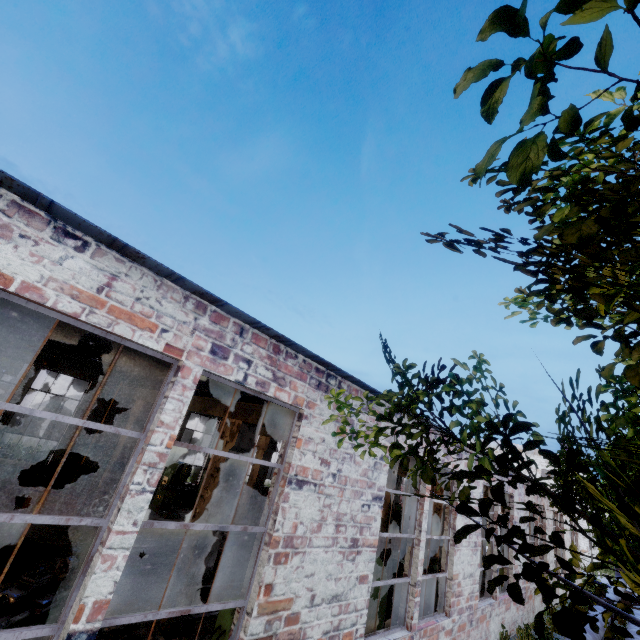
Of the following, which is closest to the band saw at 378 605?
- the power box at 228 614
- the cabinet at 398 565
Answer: the cabinet at 398 565

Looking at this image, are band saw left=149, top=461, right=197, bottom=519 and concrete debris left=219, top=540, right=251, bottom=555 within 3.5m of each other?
yes

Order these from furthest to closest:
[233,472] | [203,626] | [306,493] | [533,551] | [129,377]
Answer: [129,377] < [233,472] < [203,626] < [306,493] < [533,551]

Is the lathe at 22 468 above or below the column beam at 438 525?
below

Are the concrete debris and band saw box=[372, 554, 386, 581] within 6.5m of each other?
yes

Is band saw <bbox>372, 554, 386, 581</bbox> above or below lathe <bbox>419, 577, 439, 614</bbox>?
above

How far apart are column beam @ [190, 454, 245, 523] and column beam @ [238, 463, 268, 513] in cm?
531

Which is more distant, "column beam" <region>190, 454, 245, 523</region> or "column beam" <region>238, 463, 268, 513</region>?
"column beam" <region>238, 463, 268, 513</region>
